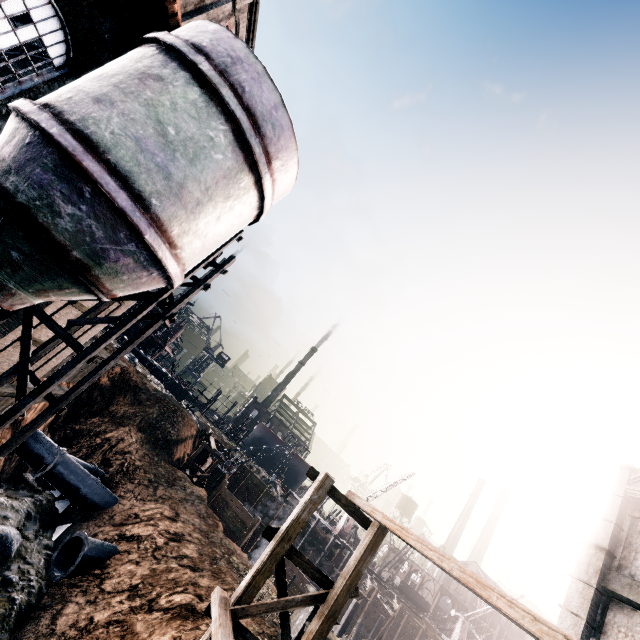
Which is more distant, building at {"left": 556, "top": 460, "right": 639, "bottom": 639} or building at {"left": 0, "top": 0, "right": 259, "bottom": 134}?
building at {"left": 556, "top": 460, "right": 639, "bottom": 639}

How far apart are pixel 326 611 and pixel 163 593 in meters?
9.9

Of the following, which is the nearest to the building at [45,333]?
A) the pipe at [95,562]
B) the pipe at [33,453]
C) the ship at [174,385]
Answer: the pipe at [33,453]

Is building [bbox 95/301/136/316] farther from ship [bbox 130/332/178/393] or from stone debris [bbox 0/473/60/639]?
ship [bbox 130/332/178/393]

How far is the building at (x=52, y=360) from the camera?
17.7m

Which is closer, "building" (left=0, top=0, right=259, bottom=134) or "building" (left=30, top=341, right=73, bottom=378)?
"building" (left=0, top=0, right=259, bottom=134)

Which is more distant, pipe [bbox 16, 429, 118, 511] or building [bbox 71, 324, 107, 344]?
pipe [bbox 16, 429, 118, 511]

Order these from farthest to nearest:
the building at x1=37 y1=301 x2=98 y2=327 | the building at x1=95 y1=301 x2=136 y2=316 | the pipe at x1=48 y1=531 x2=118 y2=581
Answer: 1. the building at x1=95 y1=301 x2=136 y2=316
2. the pipe at x1=48 y1=531 x2=118 y2=581
3. the building at x1=37 y1=301 x2=98 y2=327
